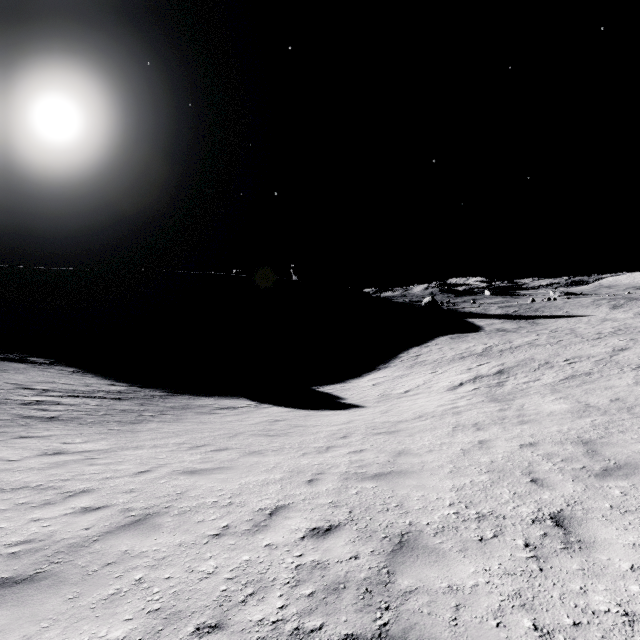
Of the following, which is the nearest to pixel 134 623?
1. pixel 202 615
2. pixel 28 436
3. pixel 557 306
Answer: pixel 202 615
